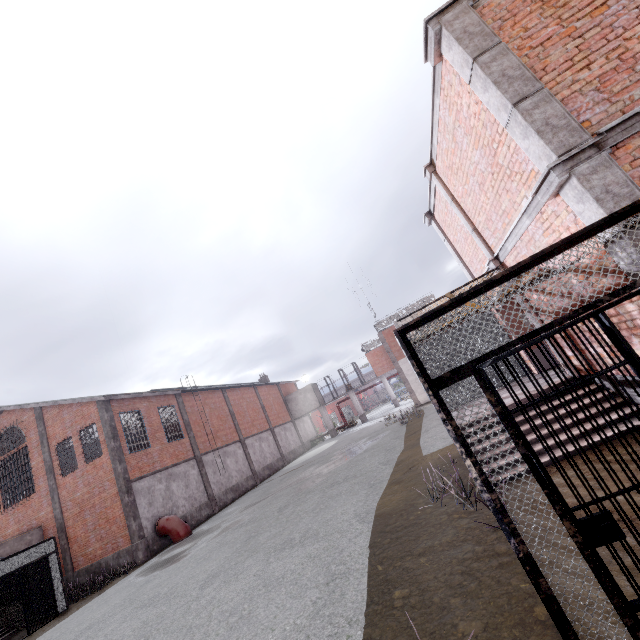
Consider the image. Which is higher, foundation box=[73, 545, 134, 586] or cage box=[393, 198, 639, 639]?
cage box=[393, 198, 639, 639]

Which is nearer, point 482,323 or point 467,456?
point 467,456

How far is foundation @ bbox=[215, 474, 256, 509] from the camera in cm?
2305

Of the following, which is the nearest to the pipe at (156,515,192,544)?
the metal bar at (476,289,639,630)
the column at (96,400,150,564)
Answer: the column at (96,400,150,564)

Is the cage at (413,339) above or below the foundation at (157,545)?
above

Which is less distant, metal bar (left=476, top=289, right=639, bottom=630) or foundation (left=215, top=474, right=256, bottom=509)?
metal bar (left=476, top=289, right=639, bottom=630)

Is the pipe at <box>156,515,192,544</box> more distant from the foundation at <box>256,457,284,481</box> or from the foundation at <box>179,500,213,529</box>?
the foundation at <box>256,457,284,481</box>

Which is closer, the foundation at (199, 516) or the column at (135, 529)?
the column at (135, 529)
